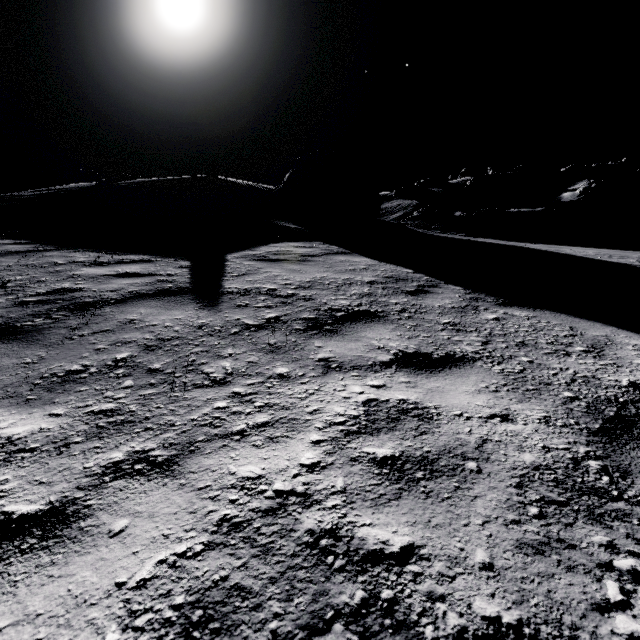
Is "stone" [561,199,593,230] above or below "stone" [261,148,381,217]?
below

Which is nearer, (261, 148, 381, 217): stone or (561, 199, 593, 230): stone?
(261, 148, 381, 217): stone

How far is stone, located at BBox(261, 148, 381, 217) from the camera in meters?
14.9

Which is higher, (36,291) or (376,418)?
(36,291)

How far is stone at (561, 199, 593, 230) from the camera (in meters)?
42.22

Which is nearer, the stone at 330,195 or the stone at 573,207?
the stone at 330,195

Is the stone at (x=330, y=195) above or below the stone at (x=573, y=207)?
above
